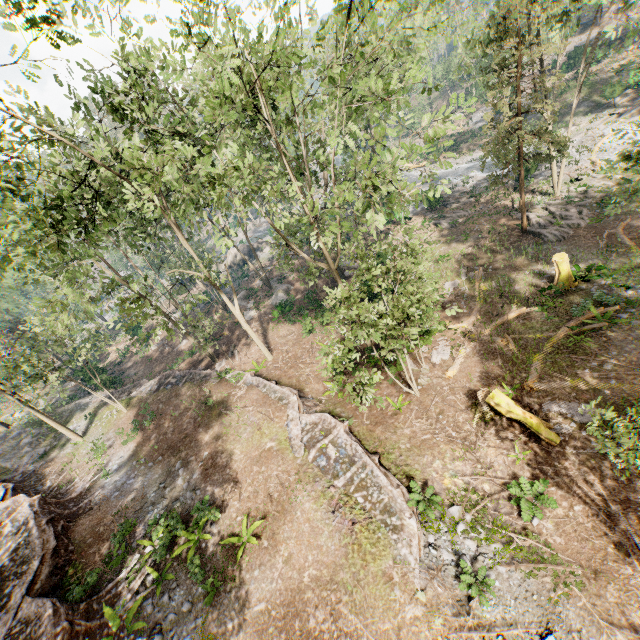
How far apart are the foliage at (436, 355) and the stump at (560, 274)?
6.85m

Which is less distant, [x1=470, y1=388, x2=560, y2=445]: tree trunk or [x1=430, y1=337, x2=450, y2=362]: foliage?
[x1=470, y1=388, x2=560, y2=445]: tree trunk

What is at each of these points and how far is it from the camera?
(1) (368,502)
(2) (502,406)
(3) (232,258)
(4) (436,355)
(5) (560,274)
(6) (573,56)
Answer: (1) ground embankment, 12.5 meters
(2) tree trunk, 13.6 meters
(3) rock, 48.9 meters
(4) foliage, 18.7 meters
(5) stump, 18.8 meters
(6) ground embankment, 45.1 meters

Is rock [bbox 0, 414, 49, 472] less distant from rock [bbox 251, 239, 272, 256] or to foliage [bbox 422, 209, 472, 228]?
foliage [bbox 422, 209, 472, 228]

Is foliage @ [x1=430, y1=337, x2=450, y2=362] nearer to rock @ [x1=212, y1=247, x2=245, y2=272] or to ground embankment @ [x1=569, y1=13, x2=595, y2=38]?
rock @ [x1=212, y1=247, x2=245, y2=272]

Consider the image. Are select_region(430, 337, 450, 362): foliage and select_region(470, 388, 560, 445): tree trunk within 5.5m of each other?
yes

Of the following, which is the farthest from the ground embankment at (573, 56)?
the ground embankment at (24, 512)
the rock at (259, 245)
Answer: the ground embankment at (24, 512)

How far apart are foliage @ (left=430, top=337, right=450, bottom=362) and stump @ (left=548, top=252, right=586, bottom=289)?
6.8m
